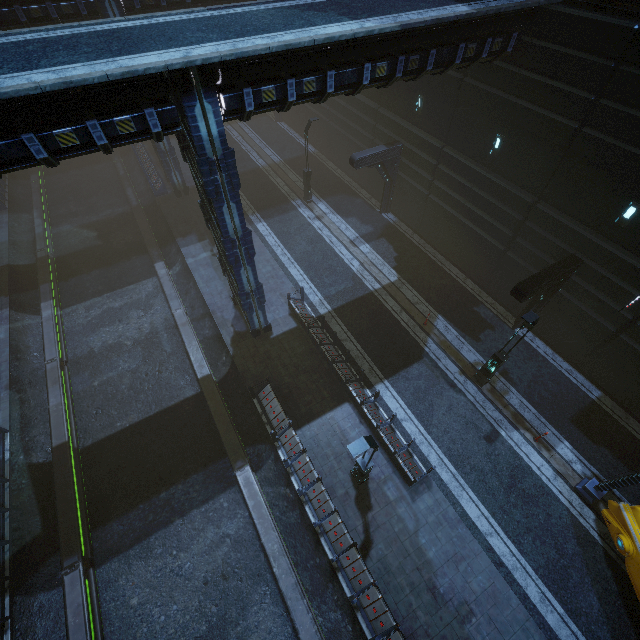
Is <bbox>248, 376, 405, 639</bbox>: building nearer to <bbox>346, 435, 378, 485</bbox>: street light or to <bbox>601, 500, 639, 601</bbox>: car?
<bbox>346, 435, 378, 485</bbox>: street light

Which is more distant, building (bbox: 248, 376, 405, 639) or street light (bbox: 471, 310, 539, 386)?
street light (bbox: 471, 310, 539, 386)

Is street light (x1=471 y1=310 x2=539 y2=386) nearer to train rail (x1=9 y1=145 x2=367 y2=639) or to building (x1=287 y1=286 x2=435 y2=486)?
building (x1=287 y1=286 x2=435 y2=486)

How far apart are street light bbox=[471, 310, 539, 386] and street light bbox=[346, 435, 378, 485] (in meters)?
6.67

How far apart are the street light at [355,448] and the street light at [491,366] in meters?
6.7 m

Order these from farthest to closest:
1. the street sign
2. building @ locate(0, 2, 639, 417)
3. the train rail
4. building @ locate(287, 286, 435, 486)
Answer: building @ locate(287, 286, 435, 486) < the train rail < the street sign < building @ locate(0, 2, 639, 417)

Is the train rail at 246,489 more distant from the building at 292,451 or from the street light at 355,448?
the street light at 355,448

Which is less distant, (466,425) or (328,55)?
(328,55)
